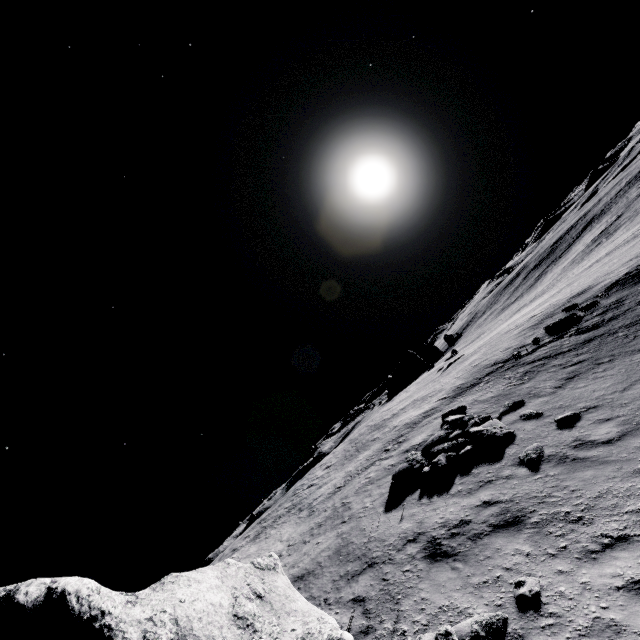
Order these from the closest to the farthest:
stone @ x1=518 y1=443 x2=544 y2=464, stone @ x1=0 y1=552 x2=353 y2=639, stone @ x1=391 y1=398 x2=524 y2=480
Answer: stone @ x1=0 y1=552 x2=353 y2=639 < stone @ x1=518 y1=443 x2=544 y2=464 < stone @ x1=391 y1=398 x2=524 y2=480

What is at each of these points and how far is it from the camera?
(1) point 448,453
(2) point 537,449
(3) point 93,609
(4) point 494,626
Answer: (1) stone, 12.1m
(2) stone, 9.6m
(3) stone, 5.0m
(4) stone, 5.3m

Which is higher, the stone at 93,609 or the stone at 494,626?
the stone at 93,609

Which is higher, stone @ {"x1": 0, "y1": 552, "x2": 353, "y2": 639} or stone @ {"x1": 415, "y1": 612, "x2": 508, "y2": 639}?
stone @ {"x1": 0, "y1": 552, "x2": 353, "y2": 639}

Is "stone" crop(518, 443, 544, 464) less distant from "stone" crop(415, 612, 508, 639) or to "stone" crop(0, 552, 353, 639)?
"stone" crop(415, 612, 508, 639)

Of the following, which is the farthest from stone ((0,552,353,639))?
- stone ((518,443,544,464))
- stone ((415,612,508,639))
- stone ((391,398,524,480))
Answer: stone ((518,443,544,464))

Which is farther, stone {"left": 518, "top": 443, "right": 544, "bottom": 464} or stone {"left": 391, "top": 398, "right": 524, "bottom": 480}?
stone {"left": 391, "top": 398, "right": 524, "bottom": 480}

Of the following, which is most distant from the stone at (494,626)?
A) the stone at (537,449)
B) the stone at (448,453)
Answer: the stone at (448,453)
